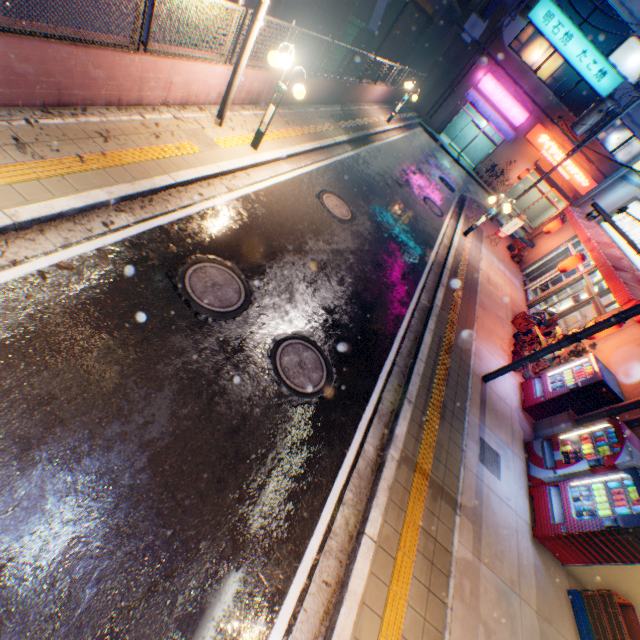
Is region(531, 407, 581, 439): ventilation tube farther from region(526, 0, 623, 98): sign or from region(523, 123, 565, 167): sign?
region(526, 0, 623, 98): sign

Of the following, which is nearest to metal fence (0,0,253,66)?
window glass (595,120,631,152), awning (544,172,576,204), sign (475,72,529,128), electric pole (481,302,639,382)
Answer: sign (475,72,529,128)

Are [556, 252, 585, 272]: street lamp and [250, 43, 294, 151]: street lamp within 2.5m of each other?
no

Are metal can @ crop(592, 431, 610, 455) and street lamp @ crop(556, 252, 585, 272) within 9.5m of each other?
yes

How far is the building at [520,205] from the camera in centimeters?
2943cm

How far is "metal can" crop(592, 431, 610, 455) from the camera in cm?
668

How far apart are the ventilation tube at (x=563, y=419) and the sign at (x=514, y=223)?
11.3 meters

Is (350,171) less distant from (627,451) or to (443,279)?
(443,279)
